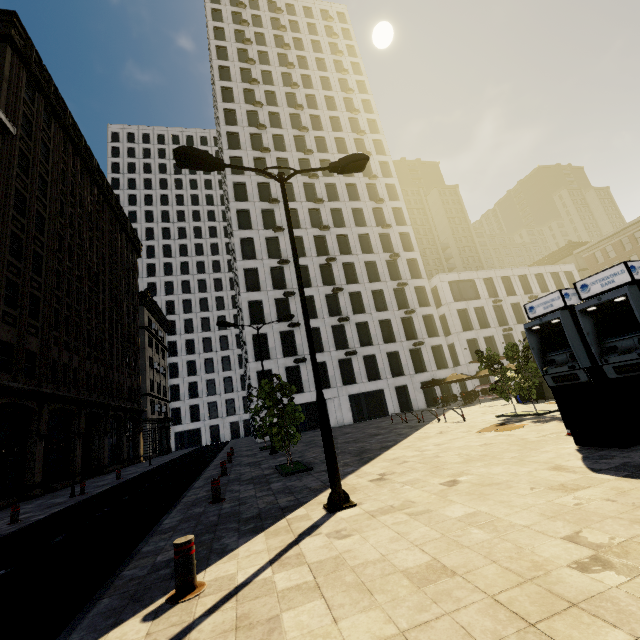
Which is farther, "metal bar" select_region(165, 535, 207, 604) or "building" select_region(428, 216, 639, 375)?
"building" select_region(428, 216, 639, 375)

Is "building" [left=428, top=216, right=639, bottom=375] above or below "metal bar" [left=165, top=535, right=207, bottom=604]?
above

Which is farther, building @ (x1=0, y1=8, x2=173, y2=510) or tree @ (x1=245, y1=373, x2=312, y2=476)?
building @ (x1=0, y1=8, x2=173, y2=510)

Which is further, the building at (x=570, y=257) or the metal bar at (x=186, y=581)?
the building at (x=570, y=257)

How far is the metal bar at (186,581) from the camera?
3.6 meters

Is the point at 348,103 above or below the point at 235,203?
above

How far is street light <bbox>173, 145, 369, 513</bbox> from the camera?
6.0 meters

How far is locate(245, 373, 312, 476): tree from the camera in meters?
10.6
